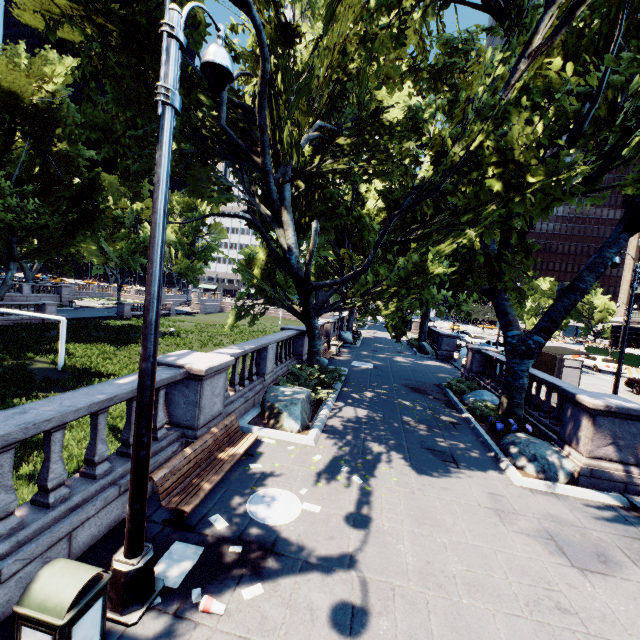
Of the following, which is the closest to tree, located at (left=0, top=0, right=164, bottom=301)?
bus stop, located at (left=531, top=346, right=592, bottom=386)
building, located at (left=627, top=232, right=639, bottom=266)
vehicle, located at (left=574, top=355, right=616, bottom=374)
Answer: bus stop, located at (left=531, top=346, right=592, bottom=386)

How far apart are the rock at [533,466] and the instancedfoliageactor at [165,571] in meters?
8.0 m

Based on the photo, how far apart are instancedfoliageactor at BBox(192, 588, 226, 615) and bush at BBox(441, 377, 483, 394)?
13.44m

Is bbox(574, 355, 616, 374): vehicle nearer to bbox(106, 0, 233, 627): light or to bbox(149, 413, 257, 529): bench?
bbox(149, 413, 257, 529): bench

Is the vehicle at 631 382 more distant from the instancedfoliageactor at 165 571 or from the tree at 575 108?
the instancedfoliageactor at 165 571

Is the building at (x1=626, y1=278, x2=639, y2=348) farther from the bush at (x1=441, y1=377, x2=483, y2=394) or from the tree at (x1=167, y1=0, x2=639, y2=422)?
the bush at (x1=441, y1=377, x2=483, y2=394)

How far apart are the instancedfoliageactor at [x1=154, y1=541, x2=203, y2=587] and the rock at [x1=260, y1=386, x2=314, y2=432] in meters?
4.3 m

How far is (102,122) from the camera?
14.15m
